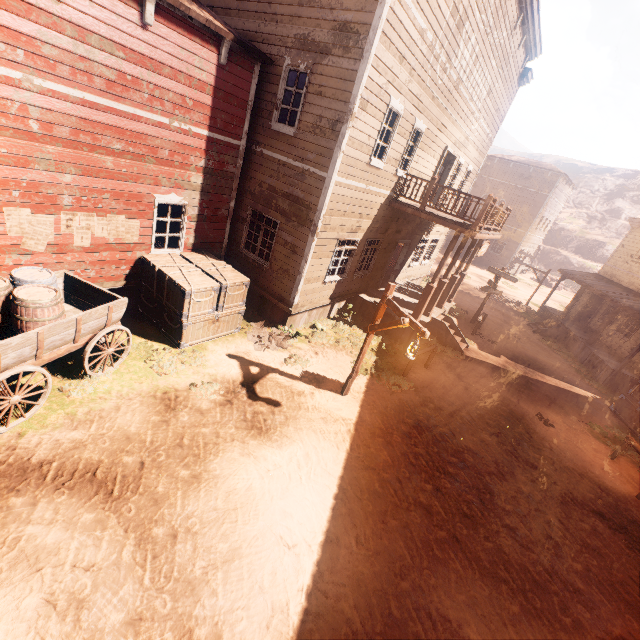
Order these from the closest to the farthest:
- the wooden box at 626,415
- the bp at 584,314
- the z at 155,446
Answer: the z at 155,446, the wooden box at 626,415, the bp at 584,314

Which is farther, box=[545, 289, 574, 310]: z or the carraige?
box=[545, 289, 574, 310]: z

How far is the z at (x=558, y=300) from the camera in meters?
30.4

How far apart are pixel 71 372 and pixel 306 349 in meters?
6.0 m

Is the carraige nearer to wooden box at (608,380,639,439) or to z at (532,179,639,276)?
z at (532,179,639,276)

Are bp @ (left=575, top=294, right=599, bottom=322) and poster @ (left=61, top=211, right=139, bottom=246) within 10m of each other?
no

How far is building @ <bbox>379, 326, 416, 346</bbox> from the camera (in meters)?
12.39

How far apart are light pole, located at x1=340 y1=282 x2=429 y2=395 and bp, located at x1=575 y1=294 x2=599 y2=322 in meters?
22.2
